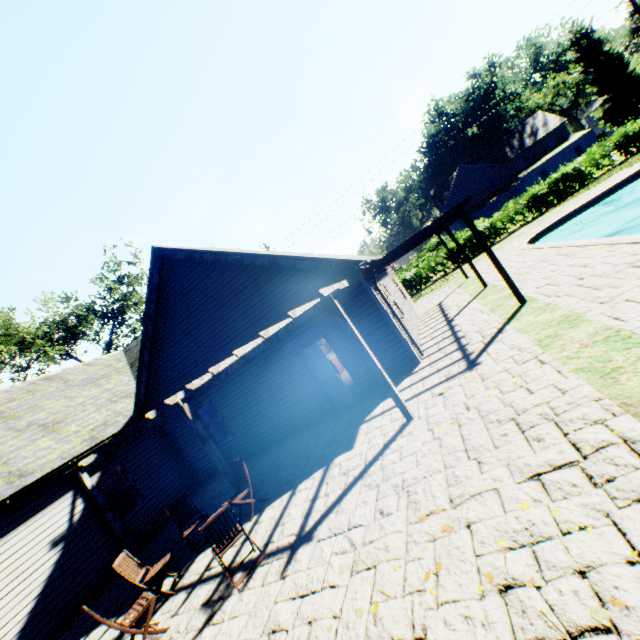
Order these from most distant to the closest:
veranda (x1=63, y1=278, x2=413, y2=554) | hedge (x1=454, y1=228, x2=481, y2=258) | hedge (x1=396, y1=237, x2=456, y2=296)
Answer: hedge (x1=396, y1=237, x2=456, y2=296)
hedge (x1=454, y1=228, x2=481, y2=258)
veranda (x1=63, y1=278, x2=413, y2=554)

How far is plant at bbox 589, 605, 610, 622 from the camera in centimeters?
213cm

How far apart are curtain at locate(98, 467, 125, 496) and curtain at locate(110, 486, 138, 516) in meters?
0.1

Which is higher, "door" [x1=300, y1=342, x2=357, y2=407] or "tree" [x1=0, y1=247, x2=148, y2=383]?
"tree" [x1=0, y1=247, x2=148, y2=383]

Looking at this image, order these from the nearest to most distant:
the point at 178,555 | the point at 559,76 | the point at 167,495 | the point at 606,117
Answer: the point at 178,555 → the point at 167,495 → the point at 606,117 → the point at 559,76

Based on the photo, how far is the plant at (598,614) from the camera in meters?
2.1 m

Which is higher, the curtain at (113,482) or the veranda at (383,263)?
the veranda at (383,263)

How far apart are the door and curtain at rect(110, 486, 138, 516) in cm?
746
